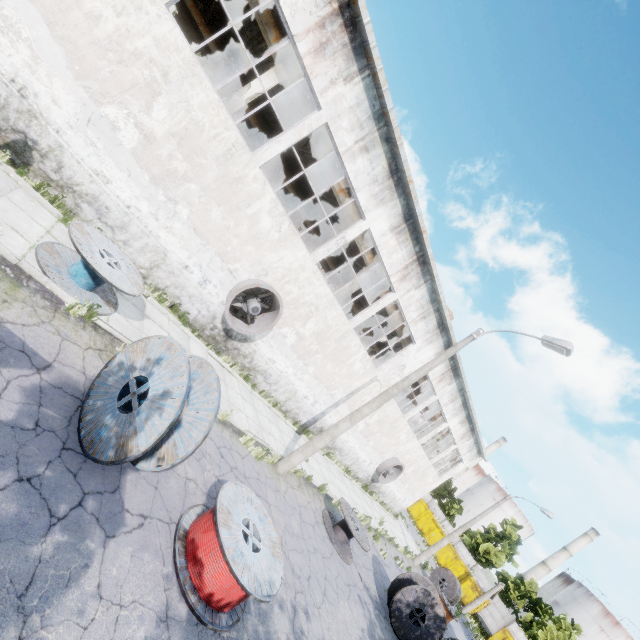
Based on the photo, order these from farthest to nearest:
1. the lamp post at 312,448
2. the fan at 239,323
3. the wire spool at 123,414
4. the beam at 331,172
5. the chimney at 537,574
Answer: the chimney at 537,574 < the beam at 331,172 < the fan at 239,323 < the lamp post at 312,448 < the wire spool at 123,414

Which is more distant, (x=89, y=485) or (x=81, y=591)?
(x=89, y=485)

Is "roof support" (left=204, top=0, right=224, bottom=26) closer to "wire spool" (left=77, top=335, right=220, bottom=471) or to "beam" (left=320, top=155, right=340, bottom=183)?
"beam" (left=320, top=155, right=340, bottom=183)

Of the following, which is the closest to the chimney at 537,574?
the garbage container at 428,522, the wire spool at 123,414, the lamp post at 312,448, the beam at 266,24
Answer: the garbage container at 428,522

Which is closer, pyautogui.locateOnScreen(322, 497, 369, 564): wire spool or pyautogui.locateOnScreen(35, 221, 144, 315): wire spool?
pyautogui.locateOnScreen(35, 221, 144, 315): wire spool

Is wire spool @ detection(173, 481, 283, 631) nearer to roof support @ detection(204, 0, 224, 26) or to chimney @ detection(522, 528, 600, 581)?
roof support @ detection(204, 0, 224, 26)

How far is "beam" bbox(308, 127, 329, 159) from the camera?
13.0m

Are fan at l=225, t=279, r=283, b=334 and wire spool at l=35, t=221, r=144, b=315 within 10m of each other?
yes
